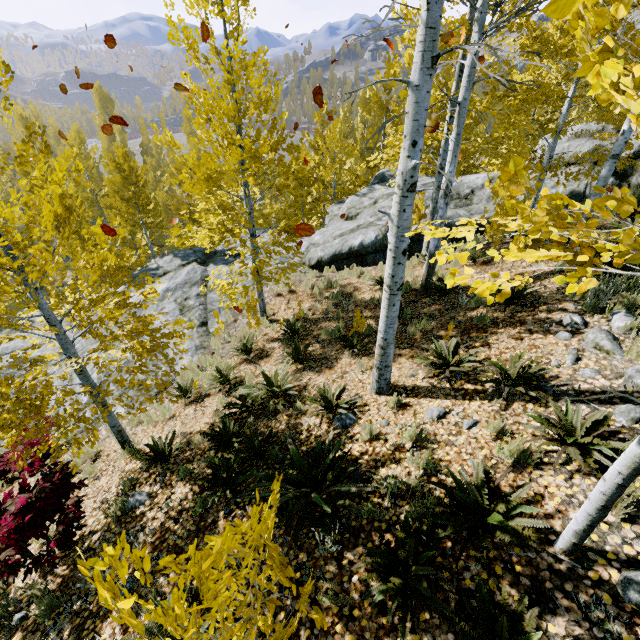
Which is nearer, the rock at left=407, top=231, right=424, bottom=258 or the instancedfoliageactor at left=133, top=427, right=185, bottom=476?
the instancedfoliageactor at left=133, top=427, right=185, bottom=476

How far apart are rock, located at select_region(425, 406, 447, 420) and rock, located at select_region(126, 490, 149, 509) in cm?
461

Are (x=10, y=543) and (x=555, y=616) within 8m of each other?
yes

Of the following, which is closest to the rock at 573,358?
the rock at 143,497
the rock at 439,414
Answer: the rock at 439,414

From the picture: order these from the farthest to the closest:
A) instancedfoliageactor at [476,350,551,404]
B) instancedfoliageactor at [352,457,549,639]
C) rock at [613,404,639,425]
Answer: instancedfoliageactor at [476,350,551,404], rock at [613,404,639,425], instancedfoliageactor at [352,457,549,639]

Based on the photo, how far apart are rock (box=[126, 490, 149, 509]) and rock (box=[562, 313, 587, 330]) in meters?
7.3 m

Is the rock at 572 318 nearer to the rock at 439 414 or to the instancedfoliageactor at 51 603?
the instancedfoliageactor at 51 603

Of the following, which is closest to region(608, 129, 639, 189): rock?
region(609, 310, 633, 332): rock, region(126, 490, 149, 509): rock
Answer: region(126, 490, 149, 509): rock
